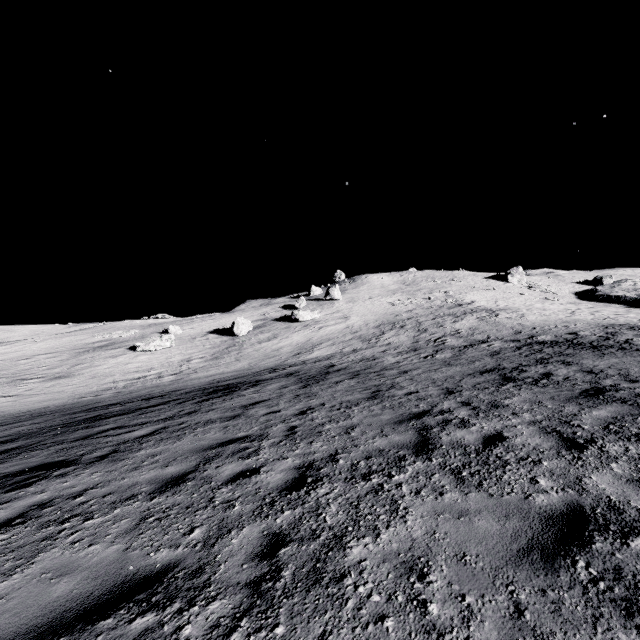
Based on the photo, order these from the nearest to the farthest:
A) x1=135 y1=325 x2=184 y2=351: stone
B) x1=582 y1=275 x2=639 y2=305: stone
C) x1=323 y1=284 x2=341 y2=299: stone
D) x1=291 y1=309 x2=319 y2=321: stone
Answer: x1=135 y1=325 x2=184 y2=351: stone < x1=291 y1=309 x2=319 y2=321: stone < x1=582 y1=275 x2=639 y2=305: stone < x1=323 y1=284 x2=341 y2=299: stone

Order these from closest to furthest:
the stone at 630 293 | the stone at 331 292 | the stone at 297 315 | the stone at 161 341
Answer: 1. the stone at 161 341
2. the stone at 297 315
3. the stone at 630 293
4. the stone at 331 292

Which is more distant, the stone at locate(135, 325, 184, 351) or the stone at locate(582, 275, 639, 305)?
the stone at locate(582, 275, 639, 305)

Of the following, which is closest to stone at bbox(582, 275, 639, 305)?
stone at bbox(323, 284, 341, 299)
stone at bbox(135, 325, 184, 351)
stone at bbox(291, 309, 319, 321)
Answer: stone at bbox(323, 284, 341, 299)

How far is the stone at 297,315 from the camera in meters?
39.2

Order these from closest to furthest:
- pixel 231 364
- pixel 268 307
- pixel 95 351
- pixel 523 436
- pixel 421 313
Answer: pixel 523 436 < pixel 231 364 < pixel 95 351 < pixel 421 313 < pixel 268 307

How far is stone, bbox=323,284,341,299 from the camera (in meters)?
49.59

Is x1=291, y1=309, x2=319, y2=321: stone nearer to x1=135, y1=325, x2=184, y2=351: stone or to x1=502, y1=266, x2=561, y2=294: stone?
x1=135, y1=325, x2=184, y2=351: stone
